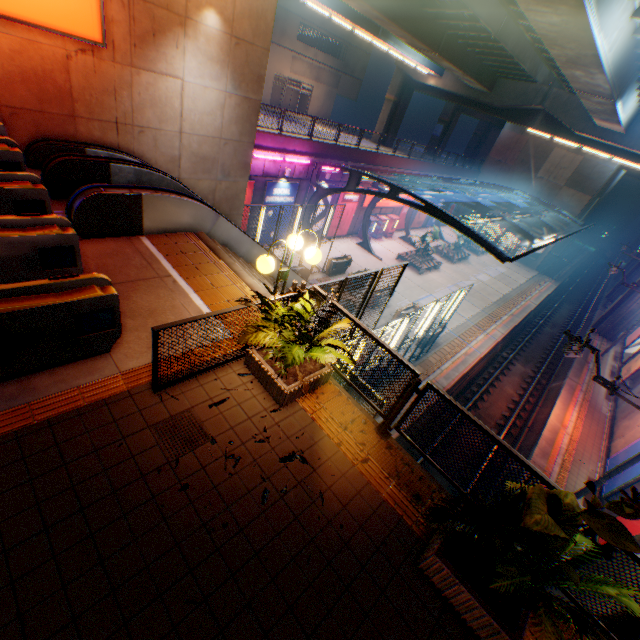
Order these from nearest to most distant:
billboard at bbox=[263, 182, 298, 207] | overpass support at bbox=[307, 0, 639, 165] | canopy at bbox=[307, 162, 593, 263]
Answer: overpass support at bbox=[307, 0, 639, 165], canopy at bbox=[307, 162, 593, 263], billboard at bbox=[263, 182, 298, 207]

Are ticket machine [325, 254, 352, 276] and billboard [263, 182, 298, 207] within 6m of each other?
yes

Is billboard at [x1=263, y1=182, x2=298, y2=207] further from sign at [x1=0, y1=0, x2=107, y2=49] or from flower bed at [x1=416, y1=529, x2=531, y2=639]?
flower bed at [x1=416, y1=529, x2=531, y2=639]

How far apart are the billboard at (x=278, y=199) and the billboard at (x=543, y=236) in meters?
30.8 m

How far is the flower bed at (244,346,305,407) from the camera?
4.8m

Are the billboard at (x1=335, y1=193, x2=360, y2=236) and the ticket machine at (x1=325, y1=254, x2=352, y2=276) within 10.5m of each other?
yes

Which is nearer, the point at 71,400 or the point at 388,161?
the point at 71,400

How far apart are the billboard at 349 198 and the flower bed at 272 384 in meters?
21.4 m
